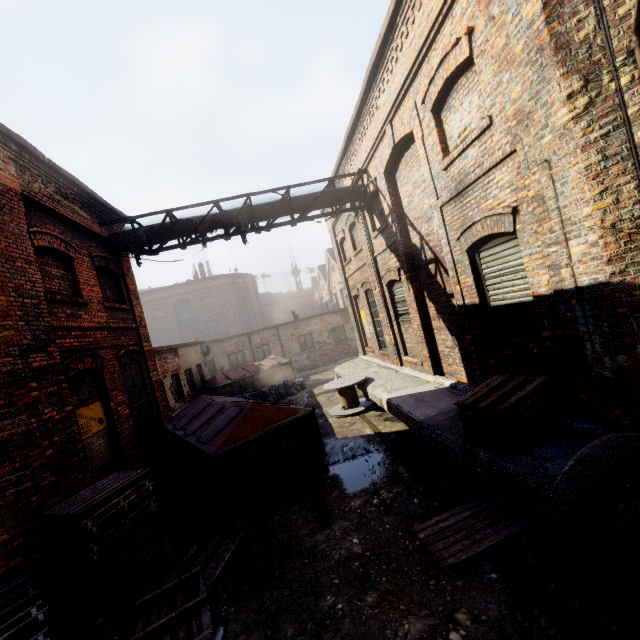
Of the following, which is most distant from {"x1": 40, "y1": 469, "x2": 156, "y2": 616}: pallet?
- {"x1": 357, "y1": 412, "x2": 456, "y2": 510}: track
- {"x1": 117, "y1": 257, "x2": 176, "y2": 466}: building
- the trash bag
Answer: the trash bag

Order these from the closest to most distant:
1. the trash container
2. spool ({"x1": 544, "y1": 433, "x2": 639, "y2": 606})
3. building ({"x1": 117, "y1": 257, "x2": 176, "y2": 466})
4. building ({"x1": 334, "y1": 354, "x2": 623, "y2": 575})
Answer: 1. spool ({"x1": 544, "y1": 433, "x2": 639, "y2": 606})
2. building ({"x1": 334, "y1": 354, "x2": 623, "y2": 575})
3. the trash container
4. building ({"x1": 117, "y1": 257, "x2": 176, "y2": 466})

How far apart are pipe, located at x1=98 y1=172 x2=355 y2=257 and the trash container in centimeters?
440cm

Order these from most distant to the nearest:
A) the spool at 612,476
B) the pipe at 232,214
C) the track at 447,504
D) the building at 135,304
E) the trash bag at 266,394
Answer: the trash bag at 266,394, the building at 135,304, the pipe at 232,214, the track at 447,504, the spool at 612,476

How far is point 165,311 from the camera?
33.88m

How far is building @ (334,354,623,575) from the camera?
3.8 meters

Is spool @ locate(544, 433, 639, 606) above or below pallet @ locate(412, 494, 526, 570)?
above

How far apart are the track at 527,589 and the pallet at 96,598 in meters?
4.9
